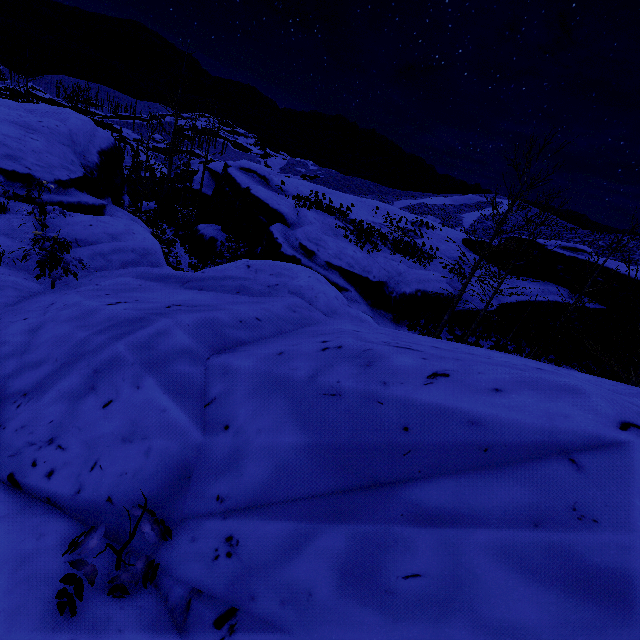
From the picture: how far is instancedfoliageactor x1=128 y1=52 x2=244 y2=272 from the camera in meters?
17.6

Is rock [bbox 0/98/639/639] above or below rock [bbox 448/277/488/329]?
above

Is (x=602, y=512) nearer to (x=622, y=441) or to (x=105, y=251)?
(x=622, y=441)

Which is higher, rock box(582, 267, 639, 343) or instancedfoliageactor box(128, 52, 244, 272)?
rock box(582, 267, 639, 343)

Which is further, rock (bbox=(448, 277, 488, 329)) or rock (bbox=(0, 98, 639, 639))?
rock (bbox=(448, 277, 488, 329))

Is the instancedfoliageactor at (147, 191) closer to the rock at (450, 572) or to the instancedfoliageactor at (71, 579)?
the rock at (450, 572)

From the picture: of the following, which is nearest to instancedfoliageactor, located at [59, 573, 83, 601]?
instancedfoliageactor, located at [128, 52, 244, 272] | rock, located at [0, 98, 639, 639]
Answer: rock, located at [0, 98, 639, 639]
